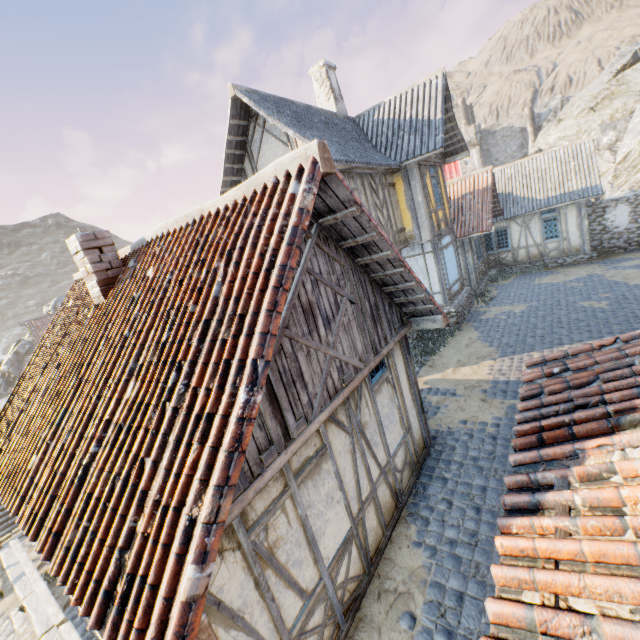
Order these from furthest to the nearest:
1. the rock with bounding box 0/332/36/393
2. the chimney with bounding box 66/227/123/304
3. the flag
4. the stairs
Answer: the flag, the rock with bounding box 0/332/36/393, the stairs, the chimney with bounding box 66/227/123/304

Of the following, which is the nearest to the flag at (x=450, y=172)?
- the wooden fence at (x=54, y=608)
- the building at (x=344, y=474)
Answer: the building at (x=344, y=474)

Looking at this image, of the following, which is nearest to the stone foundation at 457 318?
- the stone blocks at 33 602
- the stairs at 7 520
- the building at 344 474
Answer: the building at 344 474

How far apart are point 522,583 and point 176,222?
→ 5.5 meters

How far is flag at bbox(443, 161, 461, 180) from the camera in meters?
48.6

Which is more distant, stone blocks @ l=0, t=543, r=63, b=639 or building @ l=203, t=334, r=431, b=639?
stone blocks @ l=0, t=543, r=63, b=639

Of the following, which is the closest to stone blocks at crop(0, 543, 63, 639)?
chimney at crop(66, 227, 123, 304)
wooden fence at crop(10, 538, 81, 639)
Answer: wooden fence at crop(10, 538, 81, 639)

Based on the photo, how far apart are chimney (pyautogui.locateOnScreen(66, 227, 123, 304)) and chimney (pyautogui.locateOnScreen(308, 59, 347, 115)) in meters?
11.7
